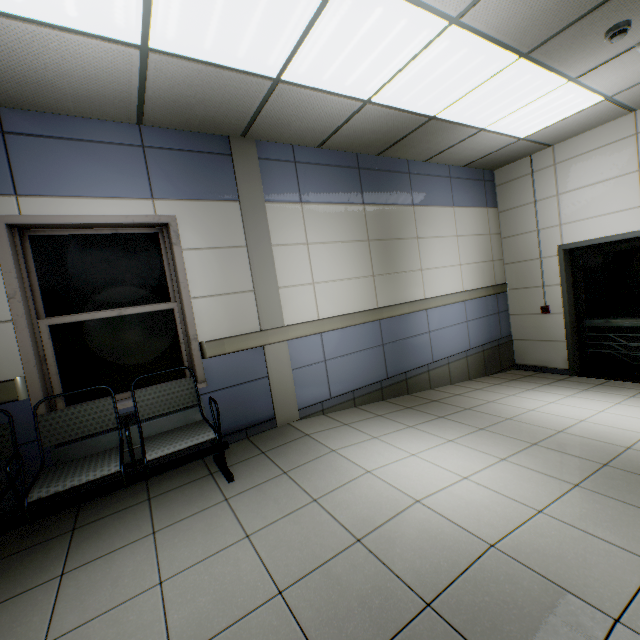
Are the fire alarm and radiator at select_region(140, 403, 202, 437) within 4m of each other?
no

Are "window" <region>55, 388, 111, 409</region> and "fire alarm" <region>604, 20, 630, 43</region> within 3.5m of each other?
no

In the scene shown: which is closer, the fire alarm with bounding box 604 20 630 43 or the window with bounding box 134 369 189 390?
the fire alarm with bounding box 604 20 630 43

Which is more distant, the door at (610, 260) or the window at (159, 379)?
the door at (610, 260)

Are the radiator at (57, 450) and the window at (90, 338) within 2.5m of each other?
yes

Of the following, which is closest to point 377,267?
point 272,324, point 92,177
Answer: point 272,324

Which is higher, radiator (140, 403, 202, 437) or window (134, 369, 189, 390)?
window (134, 369, 189, 390)
